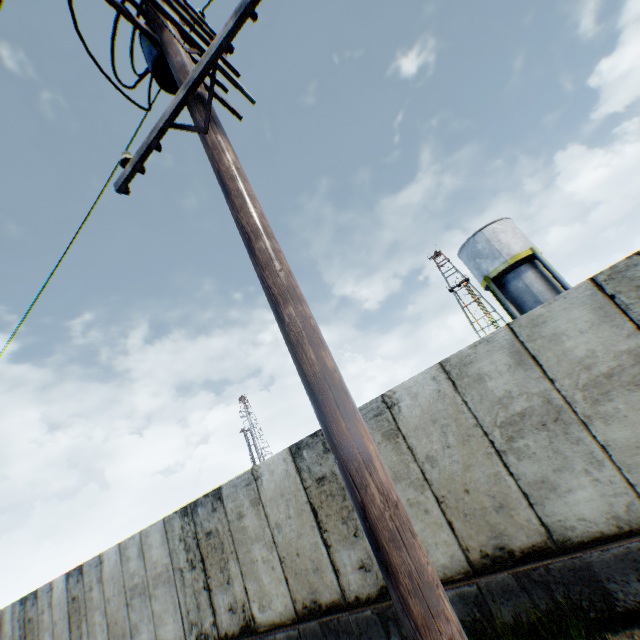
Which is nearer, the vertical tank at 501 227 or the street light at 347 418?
the street light at 347 418

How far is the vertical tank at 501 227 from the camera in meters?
20.0 m

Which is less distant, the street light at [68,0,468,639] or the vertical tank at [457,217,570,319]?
the street light at [68,0,468,639]

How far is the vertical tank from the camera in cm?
2002

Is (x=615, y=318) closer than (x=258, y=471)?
Yes

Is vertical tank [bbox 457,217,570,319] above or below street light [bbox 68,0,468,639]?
above
